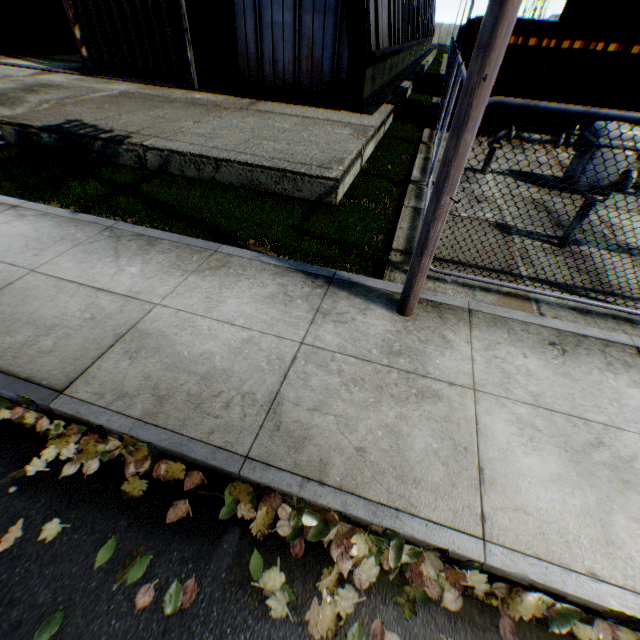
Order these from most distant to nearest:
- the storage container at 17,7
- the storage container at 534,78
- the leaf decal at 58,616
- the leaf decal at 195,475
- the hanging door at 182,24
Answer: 1. the storage container at 17,7
2. the hanging door at 182,24
3. the storage container at 534,78
4. the leaf decal at 195,475
5. the leaf decal at 58,616

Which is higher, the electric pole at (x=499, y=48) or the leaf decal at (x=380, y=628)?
the electric pole at (x=499, y=48)

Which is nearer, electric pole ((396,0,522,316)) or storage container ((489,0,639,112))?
electric pole ((396,0,522,316))

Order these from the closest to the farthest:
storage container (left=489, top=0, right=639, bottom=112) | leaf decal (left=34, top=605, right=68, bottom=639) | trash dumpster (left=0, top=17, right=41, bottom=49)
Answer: leaf decal (left=34, top=605, right=68, bottom=639) < storage container (left=489, top=0, right=639, bottom=112) < trash dumpster (left=0, top=17, right=41, bottom=49)

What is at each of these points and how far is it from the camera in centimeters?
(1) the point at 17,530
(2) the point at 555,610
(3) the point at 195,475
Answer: (1) leaf decal, 229cm
(2) leaf decal, 214cm
(3) leaf decal, 261cm

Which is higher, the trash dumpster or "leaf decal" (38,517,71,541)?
the trash dumpster

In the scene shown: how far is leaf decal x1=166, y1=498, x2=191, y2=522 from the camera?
2.4m
